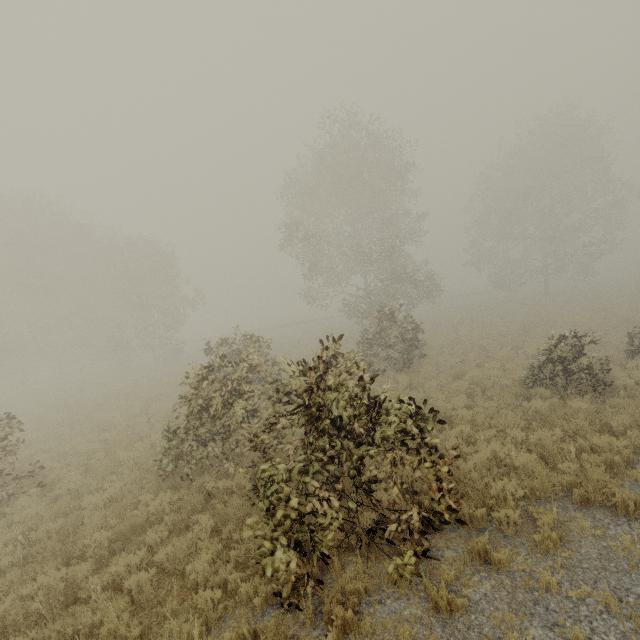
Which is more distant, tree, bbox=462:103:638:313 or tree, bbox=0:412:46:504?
tree, bbox=462:103:638:313

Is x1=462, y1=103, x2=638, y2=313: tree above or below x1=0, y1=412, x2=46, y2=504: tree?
above

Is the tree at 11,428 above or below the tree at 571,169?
below

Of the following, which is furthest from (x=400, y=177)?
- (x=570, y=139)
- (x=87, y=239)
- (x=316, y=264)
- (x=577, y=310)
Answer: (x=87, y=239)

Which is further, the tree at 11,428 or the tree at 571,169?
the tree at 571,169
